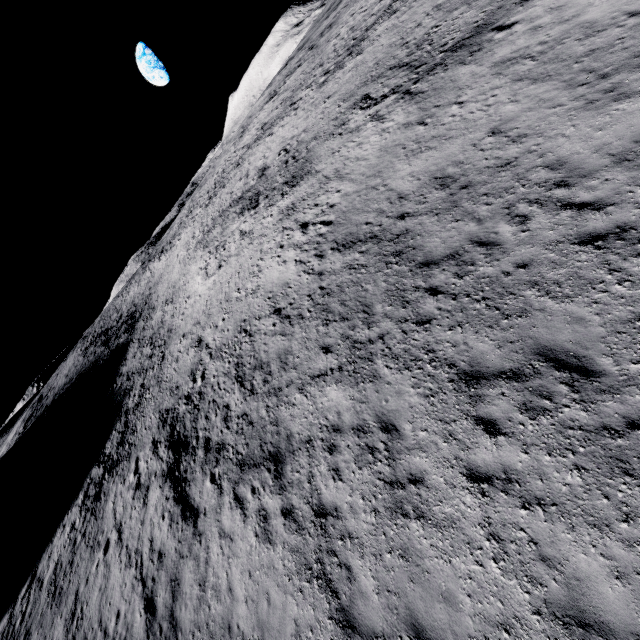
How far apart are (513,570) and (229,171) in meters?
54.4
